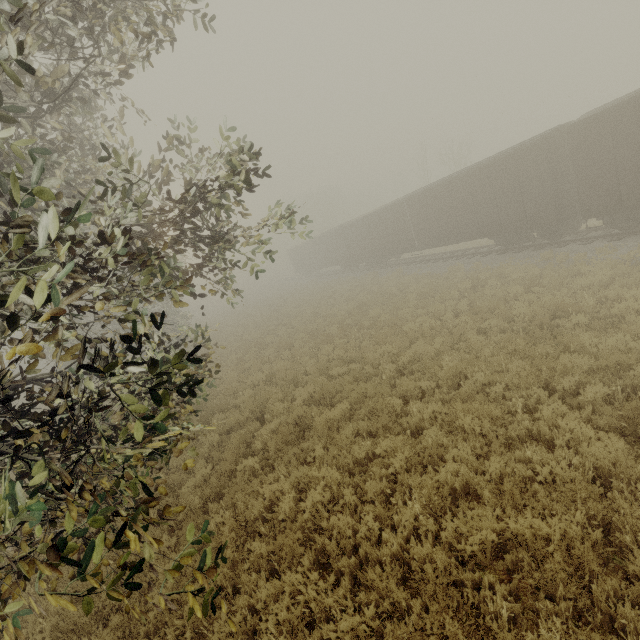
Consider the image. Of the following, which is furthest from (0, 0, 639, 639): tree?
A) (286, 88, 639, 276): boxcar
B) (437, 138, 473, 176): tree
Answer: (437, 138, 473, 176): tree

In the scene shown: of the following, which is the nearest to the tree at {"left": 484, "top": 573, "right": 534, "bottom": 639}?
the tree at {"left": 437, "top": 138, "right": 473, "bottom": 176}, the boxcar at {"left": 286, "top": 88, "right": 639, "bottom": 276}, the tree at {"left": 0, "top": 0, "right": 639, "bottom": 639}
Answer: the tree at {"left": 0, "top": 0, "right": 639, "bottom": 639}

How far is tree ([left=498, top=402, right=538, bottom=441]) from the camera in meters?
5.8

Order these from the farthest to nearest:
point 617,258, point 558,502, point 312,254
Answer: point 312,254, point 617,258, point 558,502

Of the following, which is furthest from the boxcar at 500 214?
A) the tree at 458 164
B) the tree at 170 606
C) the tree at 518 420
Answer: the tree at 170 606

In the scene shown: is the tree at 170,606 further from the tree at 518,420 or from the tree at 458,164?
the tree at 458,164

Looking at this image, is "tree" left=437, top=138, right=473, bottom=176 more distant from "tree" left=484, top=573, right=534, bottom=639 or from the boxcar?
"tree" left=484, top=573, right=534, bottom=639

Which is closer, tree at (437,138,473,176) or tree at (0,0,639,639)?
tree at (0,0,639,639)
